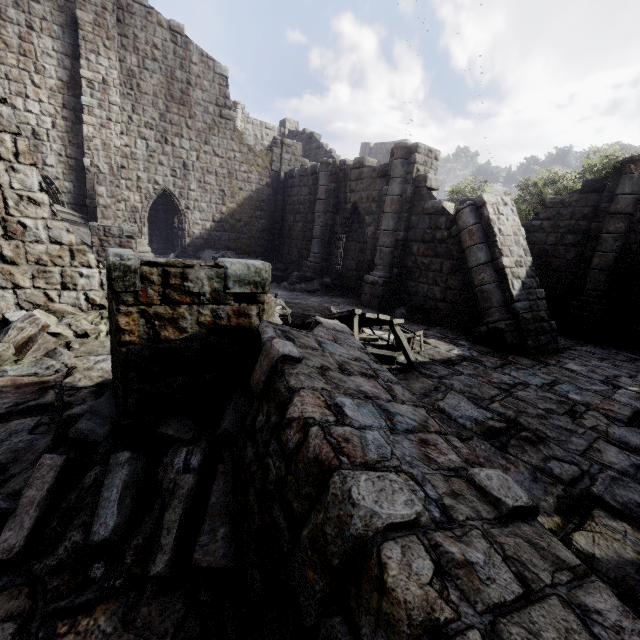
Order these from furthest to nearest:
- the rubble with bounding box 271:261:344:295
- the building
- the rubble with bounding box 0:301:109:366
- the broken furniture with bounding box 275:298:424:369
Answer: the rubble with bounding box 271:261:344:295
the broken furniture with bounding box 275:298:424:369
the rubble with bounding box 0:301:109:366
the building

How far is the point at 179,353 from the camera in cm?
291

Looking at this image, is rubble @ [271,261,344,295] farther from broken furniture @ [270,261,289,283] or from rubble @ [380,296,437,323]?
rubble @ [380,296,437,323]

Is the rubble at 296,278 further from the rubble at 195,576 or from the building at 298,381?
the rubble at 195,576

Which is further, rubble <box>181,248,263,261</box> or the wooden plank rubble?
rubble <box>181,248,263,261</box>

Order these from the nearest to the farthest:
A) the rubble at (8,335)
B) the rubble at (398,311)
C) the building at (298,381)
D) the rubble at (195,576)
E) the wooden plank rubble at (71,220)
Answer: the building at (298,381)
the rubble at (195,576)
the rubble at (8,335)
the rubble at (398,311)
the wooden plank rubble at (71,220)

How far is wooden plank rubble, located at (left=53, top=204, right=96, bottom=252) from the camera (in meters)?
12.54

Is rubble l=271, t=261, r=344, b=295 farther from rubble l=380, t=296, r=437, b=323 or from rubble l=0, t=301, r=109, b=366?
rubble l=0, t=301, r=109, b=366
